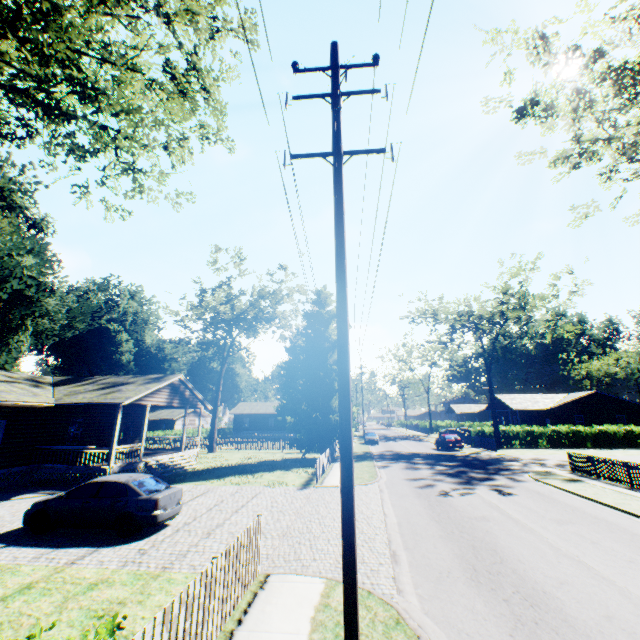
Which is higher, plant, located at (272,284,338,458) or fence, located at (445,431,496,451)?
plant, located at (272,284,338,458)

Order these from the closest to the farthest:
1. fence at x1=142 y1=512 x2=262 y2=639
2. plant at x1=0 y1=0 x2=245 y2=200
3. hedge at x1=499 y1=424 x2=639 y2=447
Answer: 1. fence at x1=142 y1=512 x2=262 y2=639
2. plant at x1=0 y1=0 x2=245 y2=200
3. hedge at x1=499 y1=424 x2=639 y2=447

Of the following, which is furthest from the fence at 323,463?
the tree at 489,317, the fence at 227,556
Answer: the tree at 489,317

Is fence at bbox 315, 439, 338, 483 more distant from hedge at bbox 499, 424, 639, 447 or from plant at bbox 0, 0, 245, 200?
hedge at bbox 499, 424, 639, 447

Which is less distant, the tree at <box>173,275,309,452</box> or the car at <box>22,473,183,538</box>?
the car at <box>22,473,183,538</box>

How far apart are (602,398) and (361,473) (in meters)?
41.44

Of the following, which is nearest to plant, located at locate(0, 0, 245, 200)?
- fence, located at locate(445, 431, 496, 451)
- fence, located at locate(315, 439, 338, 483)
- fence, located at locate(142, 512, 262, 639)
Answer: fence, located at locate(315, 439, 338, 483)

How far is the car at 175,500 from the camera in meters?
10.1
